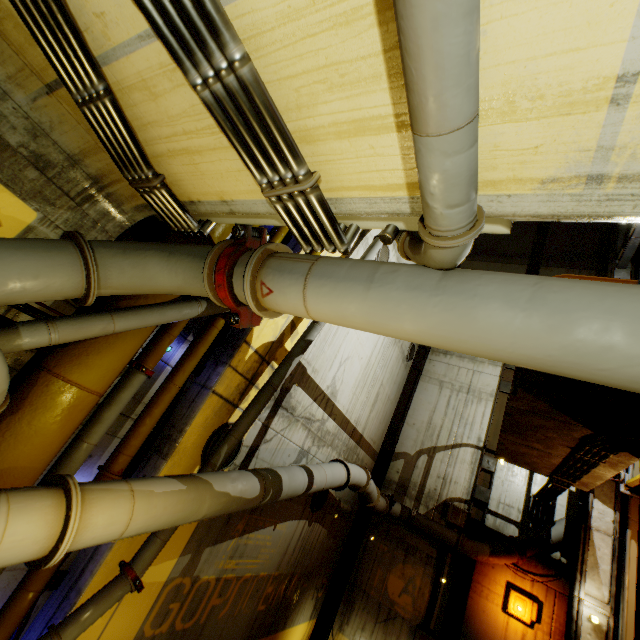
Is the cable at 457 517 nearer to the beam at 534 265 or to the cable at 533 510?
the beam at 534 265

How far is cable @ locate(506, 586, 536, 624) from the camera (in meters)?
8.74

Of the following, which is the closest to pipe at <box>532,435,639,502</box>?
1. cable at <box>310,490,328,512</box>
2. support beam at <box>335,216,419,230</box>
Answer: support beam at <box>335,216,419,230</box>

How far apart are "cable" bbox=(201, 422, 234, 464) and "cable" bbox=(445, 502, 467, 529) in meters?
8.6

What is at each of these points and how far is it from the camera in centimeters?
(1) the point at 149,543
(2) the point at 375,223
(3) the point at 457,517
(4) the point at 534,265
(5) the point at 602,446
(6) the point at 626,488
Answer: (1) pipe, 412cm
(2) support beam, 226cm
(3) cable, 1051cm
(4) beam, 1489cm
(5) pipe, 532cm
(6) elevator, 728cm

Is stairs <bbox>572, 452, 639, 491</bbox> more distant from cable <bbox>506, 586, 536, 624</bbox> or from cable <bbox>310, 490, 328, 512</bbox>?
cable <bbox>310, 490, 328, 512</bbox>

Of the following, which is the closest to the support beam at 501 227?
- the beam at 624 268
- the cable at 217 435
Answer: the cable at 217 435

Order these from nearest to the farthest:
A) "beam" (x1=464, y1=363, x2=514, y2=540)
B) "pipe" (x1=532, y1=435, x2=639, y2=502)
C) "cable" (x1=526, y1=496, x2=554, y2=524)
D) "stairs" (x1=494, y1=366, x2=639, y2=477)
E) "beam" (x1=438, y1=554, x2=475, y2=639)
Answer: "stairs" (x1=494, y1=366, x2=639, y2=477), "pipe" (x1=532, y1=435, x2=639, y2=502), "beam" (x1=438, y1=554, x2=475, y2=639), "cable" (x1=526, y1=496, x2=554, y2=524), "beam" (x1=464, y1=363, x2=514, y2=540)
